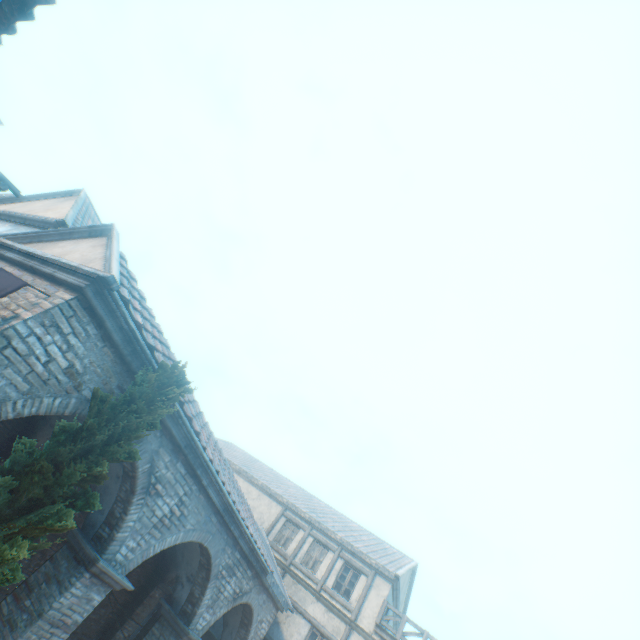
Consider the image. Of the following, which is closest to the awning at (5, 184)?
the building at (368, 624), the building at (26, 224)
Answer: the building at (26, 224)

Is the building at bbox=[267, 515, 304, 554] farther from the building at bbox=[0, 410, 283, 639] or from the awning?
the awning

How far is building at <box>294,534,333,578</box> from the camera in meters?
16.8

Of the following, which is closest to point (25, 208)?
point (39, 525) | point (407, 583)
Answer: point (39, 525)

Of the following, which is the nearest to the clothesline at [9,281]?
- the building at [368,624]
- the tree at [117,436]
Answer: the building at [368,624]

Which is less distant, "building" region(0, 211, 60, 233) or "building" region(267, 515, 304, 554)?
"building" region(0, 211, 60, 233)

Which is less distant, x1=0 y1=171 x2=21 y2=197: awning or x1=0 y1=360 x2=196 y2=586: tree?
x1=0 y1=171 x2=21 y2=197: awning
